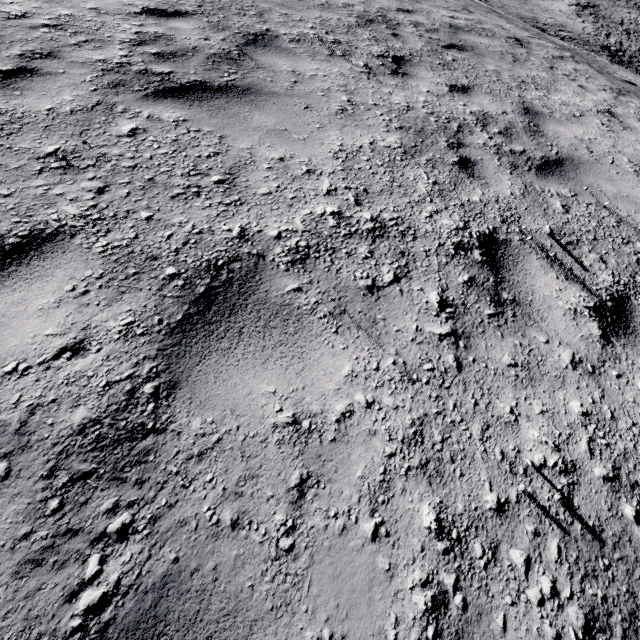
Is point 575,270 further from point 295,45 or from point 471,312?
point 295,45
